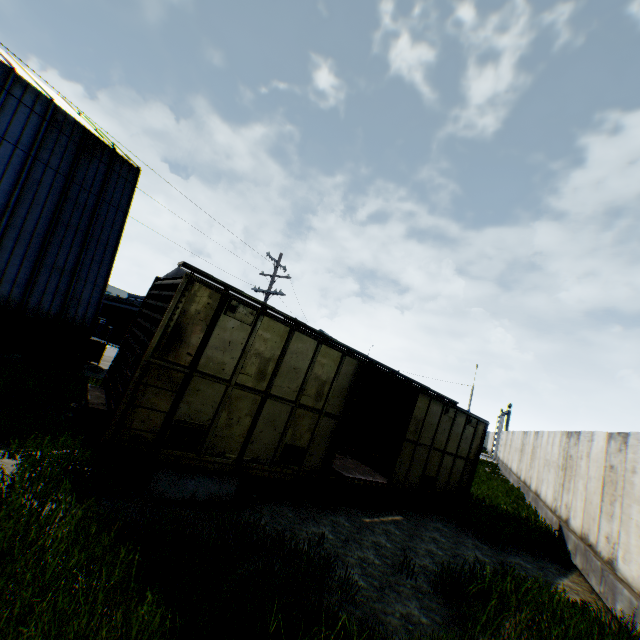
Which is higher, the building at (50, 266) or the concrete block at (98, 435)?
the building at (50, 266)

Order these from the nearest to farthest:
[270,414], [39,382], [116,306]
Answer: [270,414], [39,382], [116,306]

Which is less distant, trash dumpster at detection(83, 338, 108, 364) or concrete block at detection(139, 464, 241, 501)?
concrete block at detection(139, 464, 241, 501)

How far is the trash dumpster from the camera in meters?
16.0

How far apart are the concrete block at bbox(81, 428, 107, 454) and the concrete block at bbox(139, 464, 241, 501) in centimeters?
132cm

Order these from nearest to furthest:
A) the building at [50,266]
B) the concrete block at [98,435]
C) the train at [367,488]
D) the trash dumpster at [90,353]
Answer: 1. the train at [367,488]
2. the concrete block at [98,435]
3. the building at [50,266]
4. the trash dumpster at [90,353]

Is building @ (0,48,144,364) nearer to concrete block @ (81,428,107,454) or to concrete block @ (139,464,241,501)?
concrete block @ (81,428,107,454)

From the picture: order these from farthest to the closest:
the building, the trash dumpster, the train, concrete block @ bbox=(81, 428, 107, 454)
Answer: the trash dumpster
the building
concrete block @ bbox=(81, 428, 107, 454)
the train
